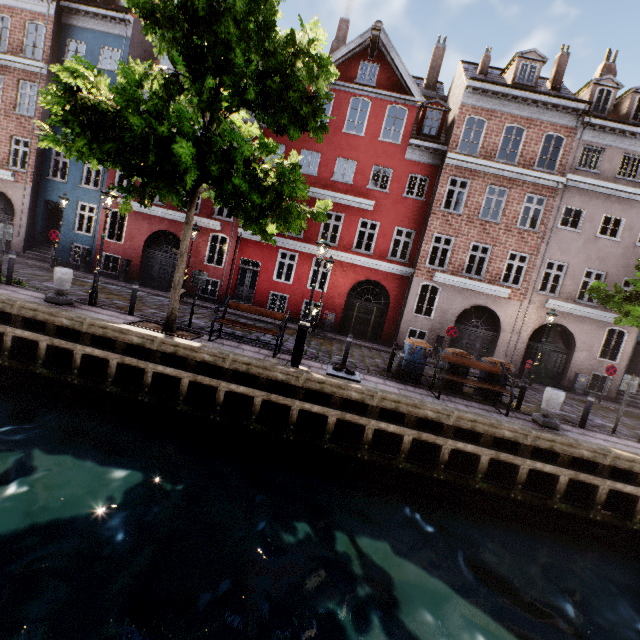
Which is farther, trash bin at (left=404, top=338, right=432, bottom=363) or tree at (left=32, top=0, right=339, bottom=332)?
trash bin at (left=404, top=338, right=432, bottom=363)

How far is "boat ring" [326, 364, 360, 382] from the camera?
9.0 meters

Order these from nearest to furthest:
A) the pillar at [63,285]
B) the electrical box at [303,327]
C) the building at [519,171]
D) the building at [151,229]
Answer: the electrical box at [303,327], the pillar at [63,285], the building at [519,171], the building at [151,229]

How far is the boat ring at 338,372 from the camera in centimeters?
903cm

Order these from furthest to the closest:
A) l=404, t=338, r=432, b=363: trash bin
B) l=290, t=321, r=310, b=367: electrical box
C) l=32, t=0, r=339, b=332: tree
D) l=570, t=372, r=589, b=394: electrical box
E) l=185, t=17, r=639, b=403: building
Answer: l=570, t=372, r=589, b=394: electrical box → l=185, t=17, r=639, b=403: building → l=404, t=338, r=432, b=363: trash bin → l=290, t=321, r=310, b=367: electrical box → l=32, t=0, r=339, b=332: tree

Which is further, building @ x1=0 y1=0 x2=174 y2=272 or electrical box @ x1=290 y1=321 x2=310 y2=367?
building @ x1=0 y1=0 x2=174 y2=272

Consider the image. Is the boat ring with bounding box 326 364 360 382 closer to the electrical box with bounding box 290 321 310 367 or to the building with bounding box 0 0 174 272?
the electrical box with bounding box 290 321 310 367

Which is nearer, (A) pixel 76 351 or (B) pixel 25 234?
(A) pixel 76 351
